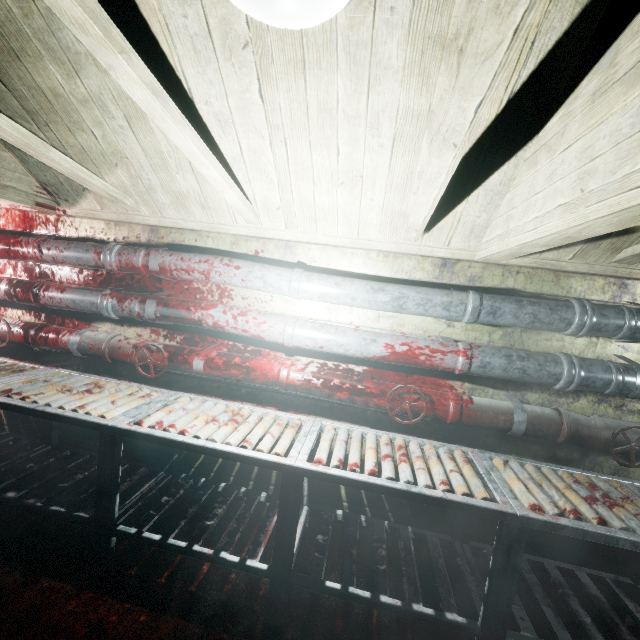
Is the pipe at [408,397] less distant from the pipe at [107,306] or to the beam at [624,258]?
the pipe at [107,306]

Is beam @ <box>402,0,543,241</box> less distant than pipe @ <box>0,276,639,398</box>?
Yes

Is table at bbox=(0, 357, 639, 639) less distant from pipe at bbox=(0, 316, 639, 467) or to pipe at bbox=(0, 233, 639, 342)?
pipe at bbox=(0, 316, 639, 467)

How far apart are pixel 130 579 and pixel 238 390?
1.2 meters

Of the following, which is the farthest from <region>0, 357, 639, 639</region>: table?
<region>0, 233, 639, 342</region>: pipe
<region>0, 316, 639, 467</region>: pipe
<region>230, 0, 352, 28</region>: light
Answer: <region>230, 0, 352, 28</region>: light

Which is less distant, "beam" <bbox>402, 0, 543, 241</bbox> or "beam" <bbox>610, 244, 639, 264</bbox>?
"beam" <bbox>402, 0, 543, 241</bbox>

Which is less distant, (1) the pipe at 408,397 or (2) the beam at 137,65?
(2) the beam at 137,65
